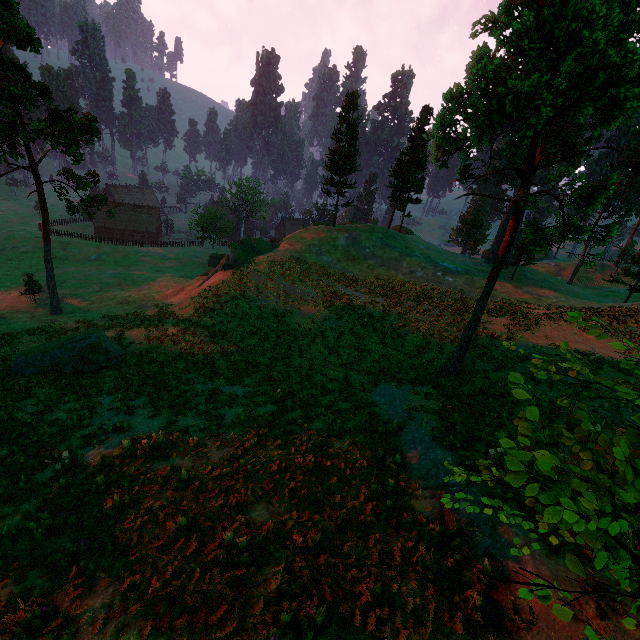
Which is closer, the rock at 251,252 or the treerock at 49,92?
the treerock at 49,92

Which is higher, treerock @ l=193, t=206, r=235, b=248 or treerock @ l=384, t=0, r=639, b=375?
treerock @ l=384, t=0, r=639, b=375

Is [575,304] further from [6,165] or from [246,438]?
[6,165]

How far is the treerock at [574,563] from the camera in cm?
223

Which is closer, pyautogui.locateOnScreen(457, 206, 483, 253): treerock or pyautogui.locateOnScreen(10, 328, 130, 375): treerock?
pyautogui.locateOnScreen(10, 328, 130, 375): treerock

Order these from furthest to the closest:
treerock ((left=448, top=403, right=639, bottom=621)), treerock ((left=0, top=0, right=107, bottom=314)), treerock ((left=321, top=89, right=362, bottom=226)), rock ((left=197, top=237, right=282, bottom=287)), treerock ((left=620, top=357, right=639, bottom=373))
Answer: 1. treerock ((left=321, top=89, right=362, bottom=226))
2. rock ((left=197, top=237, right=282, bottom=287))
3. treerock ((left=0, top=0, right=107, bottom=314))
4. treerock ((left=620, top=357, right=639, bottom=373))
5. treerock ((left=448, top=403, right=639, bottom=621))
